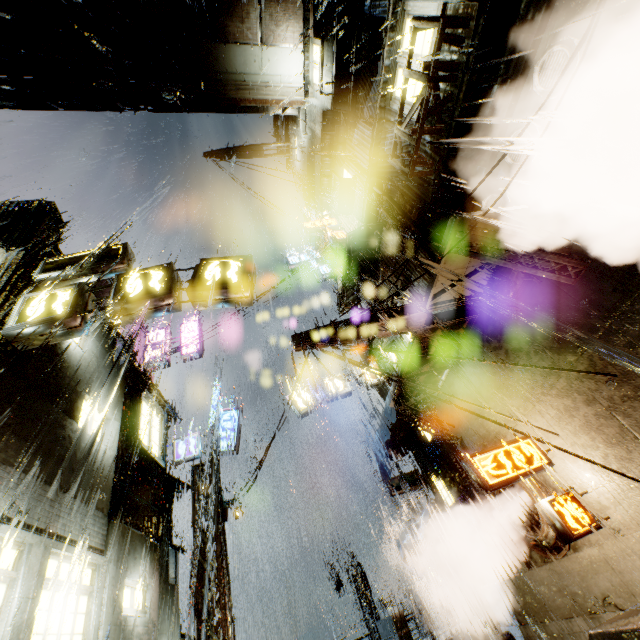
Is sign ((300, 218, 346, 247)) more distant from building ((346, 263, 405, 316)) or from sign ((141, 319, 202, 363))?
sign ((141, 319, 202, 363))

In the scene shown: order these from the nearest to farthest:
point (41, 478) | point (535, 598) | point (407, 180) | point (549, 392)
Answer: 1. point (41, 478)
2. point (549, 392)
3. point (535, 598)
4. point (407, 180)

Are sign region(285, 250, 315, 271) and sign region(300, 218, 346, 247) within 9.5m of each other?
yes

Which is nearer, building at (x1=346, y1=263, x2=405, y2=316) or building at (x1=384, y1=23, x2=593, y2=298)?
building at (x1=384, y1=23, x2=593, y2=298)

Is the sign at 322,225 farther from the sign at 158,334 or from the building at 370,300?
the sign at 158,334

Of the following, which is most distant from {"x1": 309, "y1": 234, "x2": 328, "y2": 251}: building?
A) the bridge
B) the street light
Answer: the street light

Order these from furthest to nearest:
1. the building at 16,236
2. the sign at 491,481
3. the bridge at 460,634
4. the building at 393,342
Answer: the bridge at 460,634 < the building at 16,236 < the sign at 491,481 < the building at 393,342

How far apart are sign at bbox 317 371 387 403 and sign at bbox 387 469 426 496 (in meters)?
4.53
